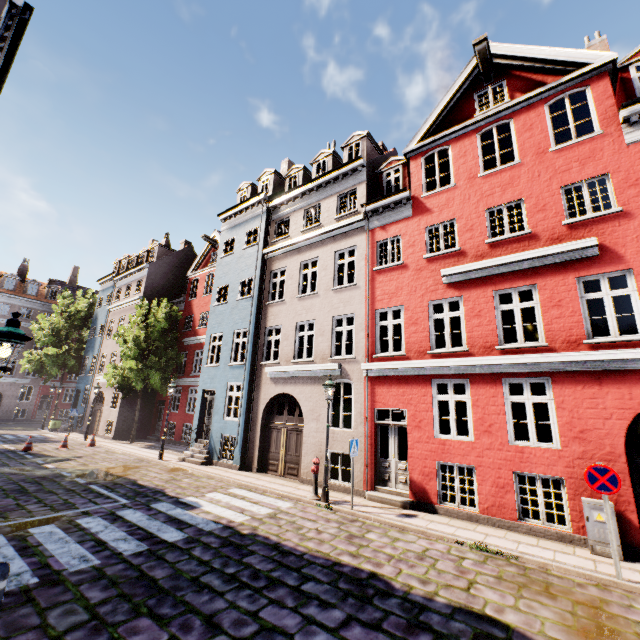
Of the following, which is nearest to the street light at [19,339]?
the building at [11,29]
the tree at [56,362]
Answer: the building at [11,29]

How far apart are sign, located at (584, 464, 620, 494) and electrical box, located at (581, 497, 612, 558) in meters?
1.2

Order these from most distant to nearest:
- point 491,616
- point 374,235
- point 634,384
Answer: point 374,235, point 634,384, point 491,616

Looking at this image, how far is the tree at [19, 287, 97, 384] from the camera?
28.42m

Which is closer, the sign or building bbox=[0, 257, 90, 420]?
the sign

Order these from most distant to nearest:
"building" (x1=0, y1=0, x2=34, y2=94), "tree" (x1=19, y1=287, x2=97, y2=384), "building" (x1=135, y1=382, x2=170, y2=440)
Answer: "tree" (x1=19, y1=287, x2=97, y2=384) < "building" (x1=135, y1=382, x2=170, y2=440) < "building" (x1=0, y1=0, x2=34, y2=94)

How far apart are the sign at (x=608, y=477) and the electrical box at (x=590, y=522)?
1.23m

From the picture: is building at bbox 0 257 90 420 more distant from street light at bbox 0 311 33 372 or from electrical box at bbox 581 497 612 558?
street light at bbox 0 311 33 372
